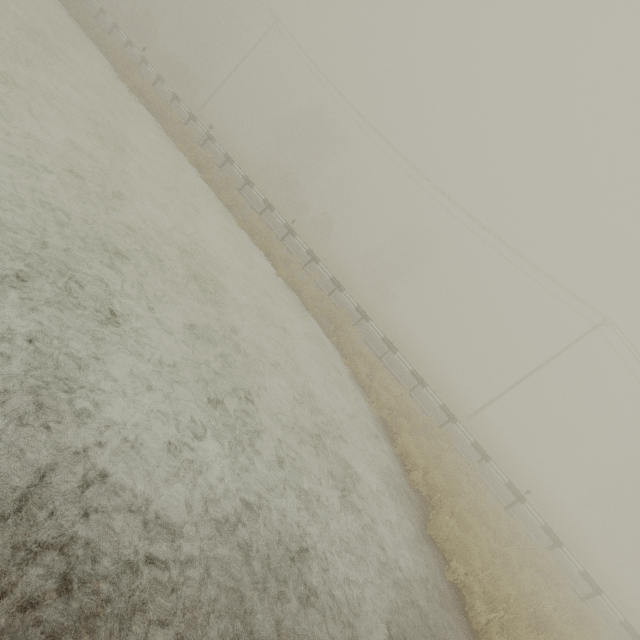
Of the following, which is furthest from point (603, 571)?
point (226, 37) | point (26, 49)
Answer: point (226, 37)
